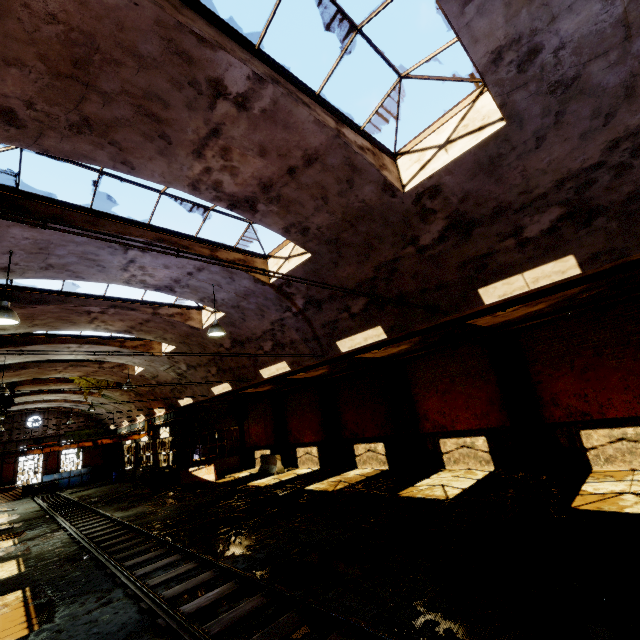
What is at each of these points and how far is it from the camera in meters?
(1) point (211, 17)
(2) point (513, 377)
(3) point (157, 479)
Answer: (1) window frame, 4.1 m
(2) pillar, 11.9 m
(3) cable drum, 20.7 m

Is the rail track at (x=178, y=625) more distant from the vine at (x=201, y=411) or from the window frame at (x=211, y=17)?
the window frame at (x=211, y=17)

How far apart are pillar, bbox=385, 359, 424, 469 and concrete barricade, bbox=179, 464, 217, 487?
12.5m

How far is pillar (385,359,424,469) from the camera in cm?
1447

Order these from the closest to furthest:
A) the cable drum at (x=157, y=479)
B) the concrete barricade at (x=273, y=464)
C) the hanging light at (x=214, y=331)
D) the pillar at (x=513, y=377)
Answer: the hanging light at (x=214, y=331) < the pillar at (x=513, y=377) < the concrete barricade at (x=273, y=464) < the cable drum at (x=157, y=479)

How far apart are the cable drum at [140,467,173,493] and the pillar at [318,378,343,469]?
10.91m

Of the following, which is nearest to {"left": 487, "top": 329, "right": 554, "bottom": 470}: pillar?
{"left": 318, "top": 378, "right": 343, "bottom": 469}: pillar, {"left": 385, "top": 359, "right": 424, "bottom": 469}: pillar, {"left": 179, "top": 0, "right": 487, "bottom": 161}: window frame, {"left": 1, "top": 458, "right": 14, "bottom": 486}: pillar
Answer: {"left": 385, "top": 359, "right": 424, "bottom": 469}: pillar

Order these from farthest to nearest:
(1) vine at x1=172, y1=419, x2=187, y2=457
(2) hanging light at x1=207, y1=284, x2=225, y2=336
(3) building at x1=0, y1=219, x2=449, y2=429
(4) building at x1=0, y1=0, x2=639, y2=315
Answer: (1) vine at x1=172, y1=419, x2=187, y2=457 → (2) hanging light at x1=207, y1=284, x2=225, y2=336 → (3) building at x1=0, y1=219, x2=449, y2=429 → (4) building at x1=0, y1=0, x2=639, y2=315
